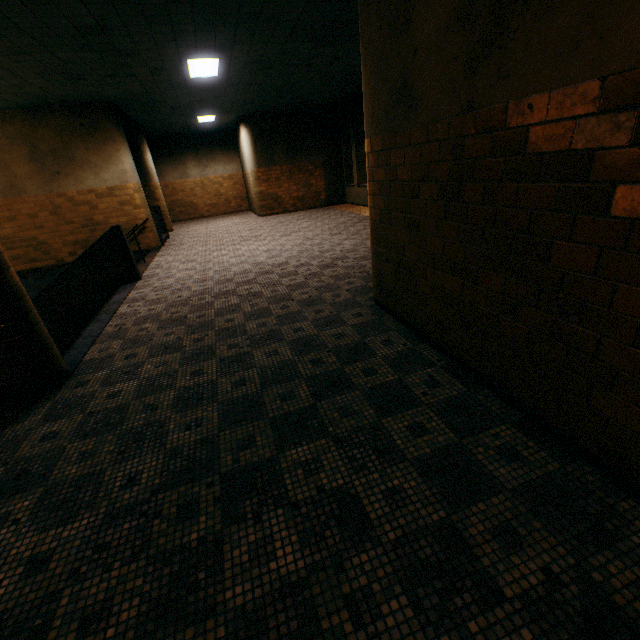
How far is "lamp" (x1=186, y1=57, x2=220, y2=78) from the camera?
6.47m

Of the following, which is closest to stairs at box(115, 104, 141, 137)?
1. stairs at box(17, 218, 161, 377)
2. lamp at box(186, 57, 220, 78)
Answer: stairs at box(17, 218, 161, 377)

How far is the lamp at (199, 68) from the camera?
6.5m

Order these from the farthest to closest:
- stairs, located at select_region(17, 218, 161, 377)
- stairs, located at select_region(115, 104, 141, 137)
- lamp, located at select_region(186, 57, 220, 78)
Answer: stairs, located at select_region(115, 104, 141, 137) < lamp, located at select_region(186, 57, 220, 78) < stairs, located at select_region(17, 218, 161, 377)

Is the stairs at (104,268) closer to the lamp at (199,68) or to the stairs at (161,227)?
the stairs at (161,227)

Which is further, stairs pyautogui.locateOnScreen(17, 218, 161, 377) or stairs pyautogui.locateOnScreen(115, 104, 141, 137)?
stairs pyautogui.locateOnScreen(115, 104, 141, 137)

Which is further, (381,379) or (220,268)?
(220,268)

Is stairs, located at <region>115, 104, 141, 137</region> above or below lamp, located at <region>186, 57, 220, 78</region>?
below
